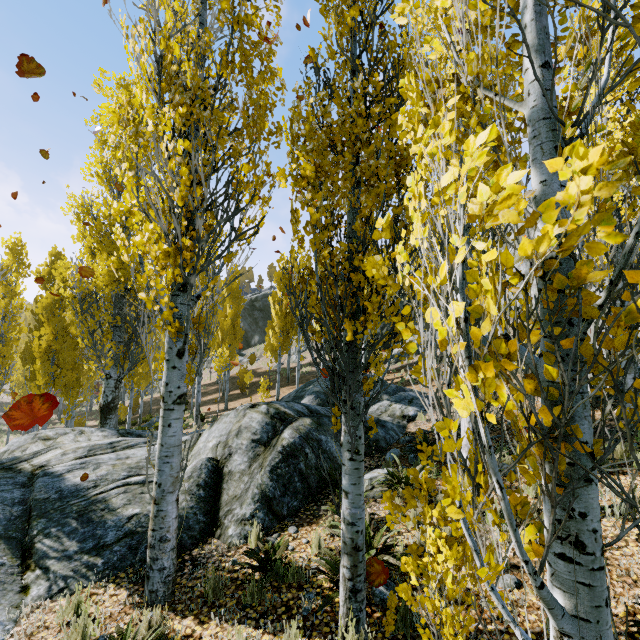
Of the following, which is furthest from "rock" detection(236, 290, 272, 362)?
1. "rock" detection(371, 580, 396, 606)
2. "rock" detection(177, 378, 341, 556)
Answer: "rock" detection(371, 580, 396, 606)

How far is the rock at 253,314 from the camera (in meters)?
46.88

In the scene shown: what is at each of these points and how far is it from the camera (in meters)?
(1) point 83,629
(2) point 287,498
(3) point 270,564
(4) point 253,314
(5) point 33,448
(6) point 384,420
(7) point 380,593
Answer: (1) instancedfoliageactor, 3.57
(2) rock, 6.04
(3) instancedfoliageactor, 4.14
(4) rock, 48.03
(5) rock, 8.12
(6) rock, 10.26
(7) rock, 3.72

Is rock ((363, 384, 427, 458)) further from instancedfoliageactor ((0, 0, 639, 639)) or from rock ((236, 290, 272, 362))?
rock ((236, 290, 272, 362))

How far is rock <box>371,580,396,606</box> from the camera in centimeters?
366cm

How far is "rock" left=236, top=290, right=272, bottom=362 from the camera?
46.88m

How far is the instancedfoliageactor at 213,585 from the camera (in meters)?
4.02

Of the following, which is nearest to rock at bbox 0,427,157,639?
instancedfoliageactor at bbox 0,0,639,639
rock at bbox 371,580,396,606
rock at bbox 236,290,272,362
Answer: instancedfoliageactor at bbox 0,0,639,639
